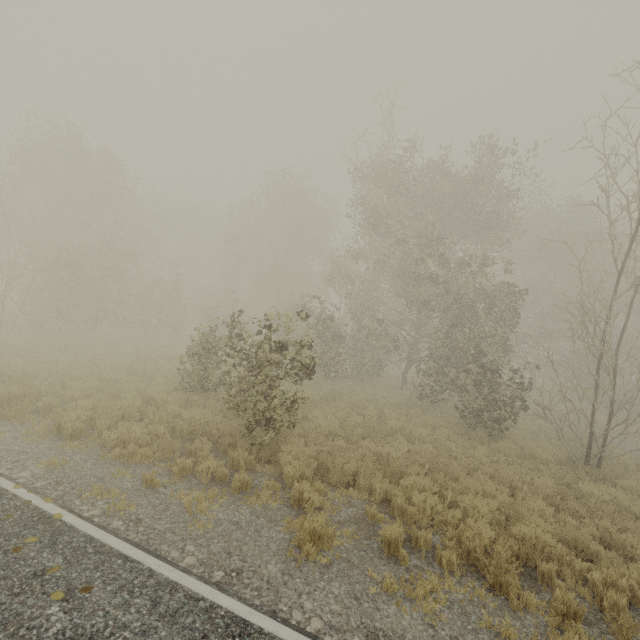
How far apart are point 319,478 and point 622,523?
6.9m

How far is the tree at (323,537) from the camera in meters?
5.0

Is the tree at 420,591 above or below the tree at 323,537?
above

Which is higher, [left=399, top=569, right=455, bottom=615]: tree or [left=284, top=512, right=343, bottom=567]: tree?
[left=399, top=569, right=455, bottom=615]: tree

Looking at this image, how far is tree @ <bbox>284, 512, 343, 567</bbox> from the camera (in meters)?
5.03

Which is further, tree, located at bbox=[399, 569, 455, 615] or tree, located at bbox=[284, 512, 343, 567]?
tree, located at bbox=[284, 512, 343, 567]

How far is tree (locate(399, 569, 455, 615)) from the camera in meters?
4.5 m
